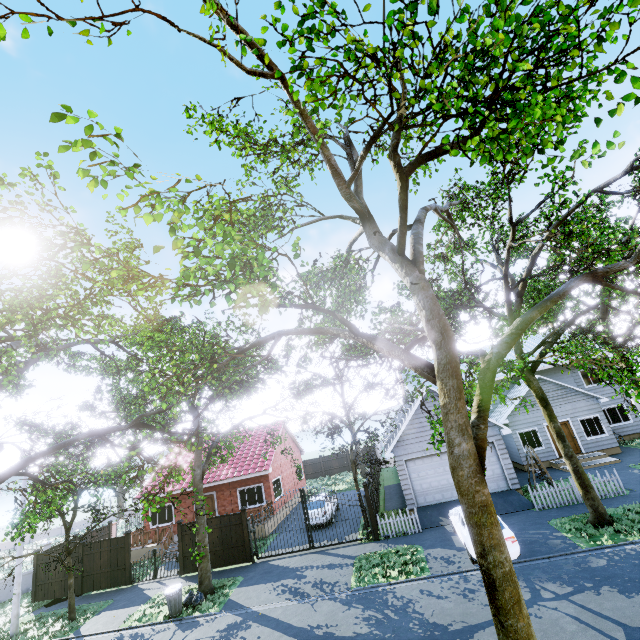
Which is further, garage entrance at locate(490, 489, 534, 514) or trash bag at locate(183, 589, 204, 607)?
garage entrance at locate(490, 489, 534, 514)

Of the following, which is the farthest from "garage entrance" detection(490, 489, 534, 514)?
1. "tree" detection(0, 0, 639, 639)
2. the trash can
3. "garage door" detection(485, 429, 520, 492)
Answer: the trash can

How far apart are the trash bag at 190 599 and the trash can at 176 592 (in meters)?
0.14

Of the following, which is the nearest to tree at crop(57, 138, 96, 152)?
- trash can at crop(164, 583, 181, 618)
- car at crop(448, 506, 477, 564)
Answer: trash can at crop(164, 583, 181, 618)

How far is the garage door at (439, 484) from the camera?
17.61m

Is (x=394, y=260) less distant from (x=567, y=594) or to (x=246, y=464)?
(x=567, y=594)

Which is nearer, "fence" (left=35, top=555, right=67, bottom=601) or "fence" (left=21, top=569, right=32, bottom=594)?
"fence" (left=35, top=555, right=67, bottom=601)

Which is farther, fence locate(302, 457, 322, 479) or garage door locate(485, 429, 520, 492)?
fence locate(302, 457, 322, 479)
